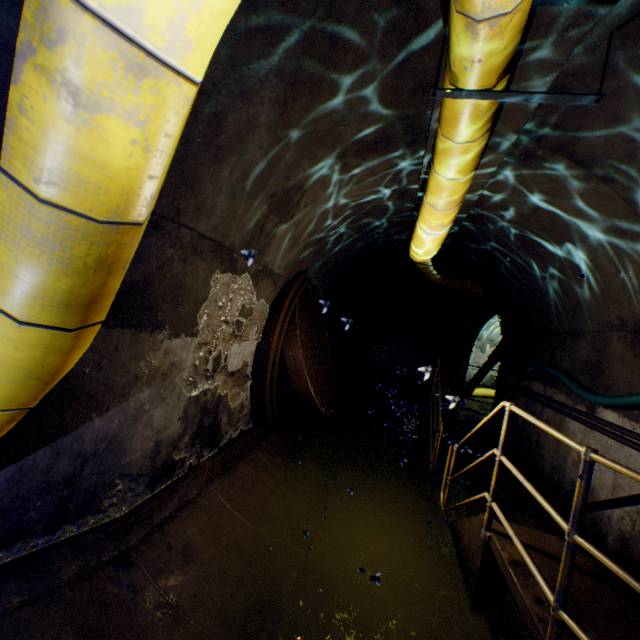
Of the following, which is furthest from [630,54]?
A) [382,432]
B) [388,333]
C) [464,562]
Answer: [388,333]

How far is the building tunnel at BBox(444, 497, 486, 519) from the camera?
4.9m

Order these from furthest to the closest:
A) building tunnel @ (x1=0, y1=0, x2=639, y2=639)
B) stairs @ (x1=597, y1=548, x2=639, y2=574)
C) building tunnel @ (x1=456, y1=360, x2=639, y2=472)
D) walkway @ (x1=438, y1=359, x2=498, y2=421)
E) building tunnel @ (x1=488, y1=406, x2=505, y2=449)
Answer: building tunnel @ (x1=488, y1=406, x2=505, y2=449) < walkway @ (x1=438, y1=359, x2=498, y2=421) < building tunnel @ (x1=456, y1=360, x2=639, y2=472) < stairs @ (x1=597, y1=548, x2=639, y2=574) < building tunnel @ (x1=0, y1=0, x2=639, y2=639)

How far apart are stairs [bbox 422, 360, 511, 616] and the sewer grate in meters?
2.1

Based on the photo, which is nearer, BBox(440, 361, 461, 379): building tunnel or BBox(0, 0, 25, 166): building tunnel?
BBox(0, 0, 25, 166): building tunnel

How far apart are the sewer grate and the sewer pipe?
0.0m

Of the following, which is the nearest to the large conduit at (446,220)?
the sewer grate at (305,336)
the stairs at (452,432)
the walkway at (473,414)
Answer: the walkway at (473,414)

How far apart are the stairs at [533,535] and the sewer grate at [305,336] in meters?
2.1
